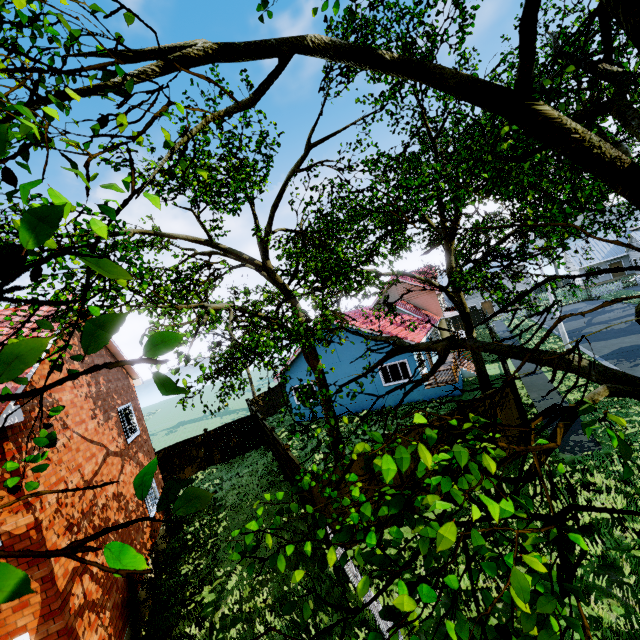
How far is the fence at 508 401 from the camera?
11.5 meters

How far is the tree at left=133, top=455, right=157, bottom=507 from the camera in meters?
1.0

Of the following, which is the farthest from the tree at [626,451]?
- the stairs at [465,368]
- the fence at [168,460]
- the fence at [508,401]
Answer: the fence at [168,460]

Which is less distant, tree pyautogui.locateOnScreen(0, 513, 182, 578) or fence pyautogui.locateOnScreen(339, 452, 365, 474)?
tree pyautogui.locateOnScreen(0, 513, 182, 578)

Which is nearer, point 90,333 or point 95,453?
point 90,333

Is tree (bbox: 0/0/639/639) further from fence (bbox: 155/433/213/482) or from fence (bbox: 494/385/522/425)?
fence (bbox: 155/433/213/482)

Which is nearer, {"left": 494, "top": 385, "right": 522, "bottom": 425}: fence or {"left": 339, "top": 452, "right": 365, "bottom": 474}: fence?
{"left": 339, "top": 452, "right": 365, "bottom": 474}: fence
